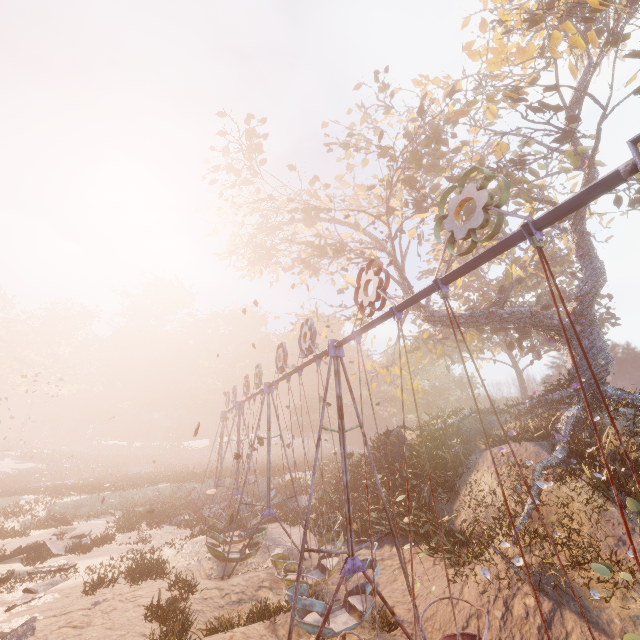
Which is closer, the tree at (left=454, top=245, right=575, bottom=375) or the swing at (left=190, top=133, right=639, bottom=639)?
the swing at (left=190, top=133, right=639, bottom=639)

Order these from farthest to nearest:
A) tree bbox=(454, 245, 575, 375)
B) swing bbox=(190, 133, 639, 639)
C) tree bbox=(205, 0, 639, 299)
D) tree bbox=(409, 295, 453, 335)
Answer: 1. tree bbox=(409, 295, 453, 335)
2. tree bbox=(454, 245, 575, 375)
3. tree bbox=(205, 0, 639, 299)
4. swing bbox=(190, 133, 639, 639)

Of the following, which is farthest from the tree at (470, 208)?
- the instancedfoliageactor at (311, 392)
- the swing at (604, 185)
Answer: the instancedfoliageactor at (311, 392)

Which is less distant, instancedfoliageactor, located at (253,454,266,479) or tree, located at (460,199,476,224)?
tree, located at (460,199,476,224)

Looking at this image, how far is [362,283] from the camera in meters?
6.8 m

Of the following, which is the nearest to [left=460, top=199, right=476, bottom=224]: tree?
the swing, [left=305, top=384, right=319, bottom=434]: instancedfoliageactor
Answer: the swing

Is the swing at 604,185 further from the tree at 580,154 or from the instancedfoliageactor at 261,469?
the instancedfoliageactor at 261,469
